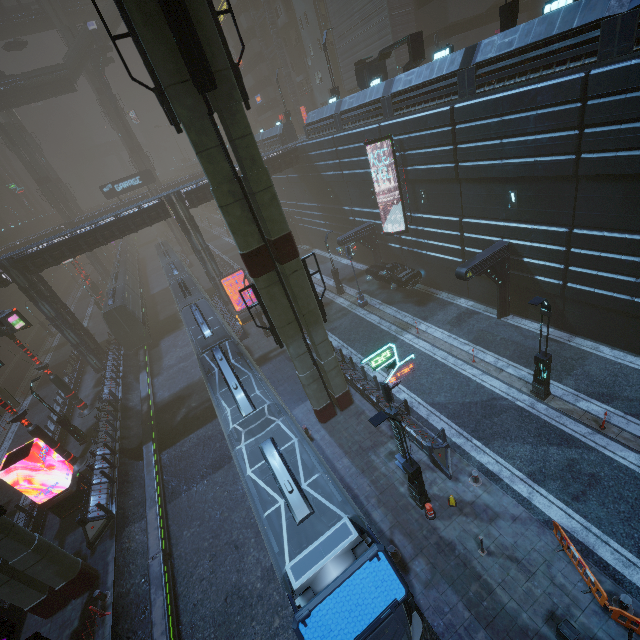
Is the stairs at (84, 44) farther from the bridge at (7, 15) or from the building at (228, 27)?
the building at (228, 27)

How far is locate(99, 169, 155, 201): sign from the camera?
47.8 meters

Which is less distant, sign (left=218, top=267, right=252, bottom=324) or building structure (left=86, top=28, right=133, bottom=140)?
sign (left=218, top=267, right=252, bottom=324)

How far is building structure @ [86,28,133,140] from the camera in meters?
46.2

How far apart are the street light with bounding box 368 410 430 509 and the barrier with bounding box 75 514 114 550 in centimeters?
1499cm

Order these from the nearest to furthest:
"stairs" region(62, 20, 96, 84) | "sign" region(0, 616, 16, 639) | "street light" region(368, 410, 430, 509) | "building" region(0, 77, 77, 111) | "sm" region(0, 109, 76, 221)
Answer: "street light" region(368, 410, 430, 509)
"sign" region(0, 616, 16, 639)
"building" region(0, 77, 77, 111)
"stairs" region(62, 20, 96, 84)
"sm" region(0, 109, 76, 221)

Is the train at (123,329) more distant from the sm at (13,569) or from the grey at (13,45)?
the grey at (13,45)

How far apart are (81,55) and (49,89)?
6.8m
